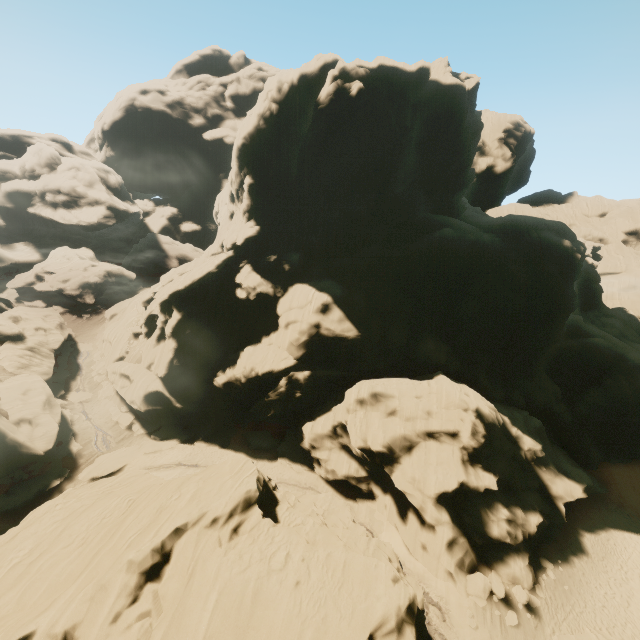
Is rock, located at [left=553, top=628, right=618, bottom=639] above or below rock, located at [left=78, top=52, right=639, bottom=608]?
below

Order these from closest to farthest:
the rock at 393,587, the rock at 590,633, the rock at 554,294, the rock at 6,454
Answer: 1. the rock at 393,587
2. the rock at 590,633
3. the rock at 554,294
4. the rock at 6,454

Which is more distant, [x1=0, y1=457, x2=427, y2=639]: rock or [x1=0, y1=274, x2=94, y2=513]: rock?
[x1=0, y1=274, x2=94, y2=513]: rock

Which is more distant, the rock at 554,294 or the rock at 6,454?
the rock at 6,454

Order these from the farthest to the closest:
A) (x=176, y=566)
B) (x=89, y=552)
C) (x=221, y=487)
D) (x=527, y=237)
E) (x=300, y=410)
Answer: (x=527, y=237) → (x=300, y=410) → (x=221, y=487) → (x=89, y=552) → (x=176, y=566)

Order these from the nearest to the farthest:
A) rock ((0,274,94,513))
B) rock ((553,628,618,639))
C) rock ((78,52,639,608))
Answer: rock ((553,628,618,639)) → rock ((78,52,639,608)) → rock ((0,274,94,513))
